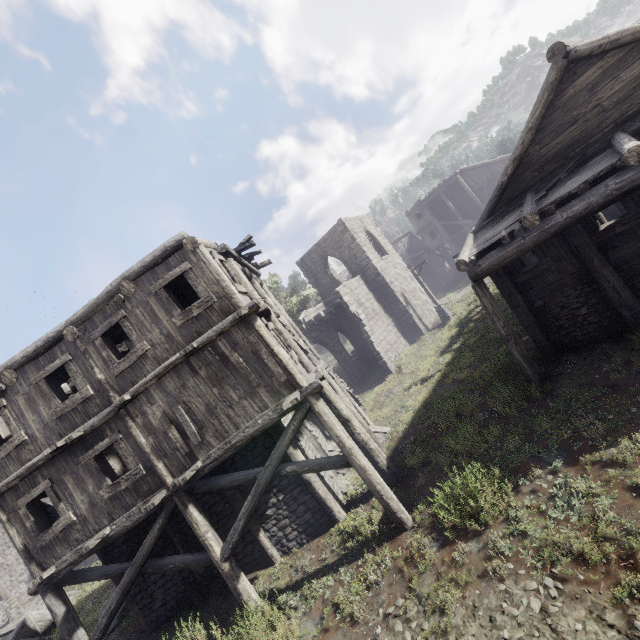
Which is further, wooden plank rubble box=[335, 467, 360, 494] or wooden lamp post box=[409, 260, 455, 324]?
wooden lamp post box=[409, 260, 455, 324]

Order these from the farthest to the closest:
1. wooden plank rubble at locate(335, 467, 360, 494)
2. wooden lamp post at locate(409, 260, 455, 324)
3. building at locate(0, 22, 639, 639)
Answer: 1. wooden lamp post at locate(409, 260, 455, 324)
2. wooden plank rubble at locate(335, 467, 360, 494)
3. building at locate(0, 22, 639, 639)

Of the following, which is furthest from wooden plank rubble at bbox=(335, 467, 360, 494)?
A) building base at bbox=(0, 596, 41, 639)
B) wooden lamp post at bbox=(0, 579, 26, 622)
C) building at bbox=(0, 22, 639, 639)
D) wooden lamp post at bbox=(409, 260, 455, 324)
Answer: wooden lamp post at bbox=(0, 579, 26, 622)

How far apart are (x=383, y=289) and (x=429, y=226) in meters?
16.8

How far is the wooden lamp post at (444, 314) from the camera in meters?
25.2 m

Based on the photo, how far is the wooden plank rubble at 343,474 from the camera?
12.2 meters

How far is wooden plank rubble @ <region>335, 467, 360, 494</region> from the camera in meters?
12.2 m

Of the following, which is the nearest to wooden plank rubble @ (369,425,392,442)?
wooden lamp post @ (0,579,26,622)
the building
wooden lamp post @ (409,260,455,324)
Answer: the building
